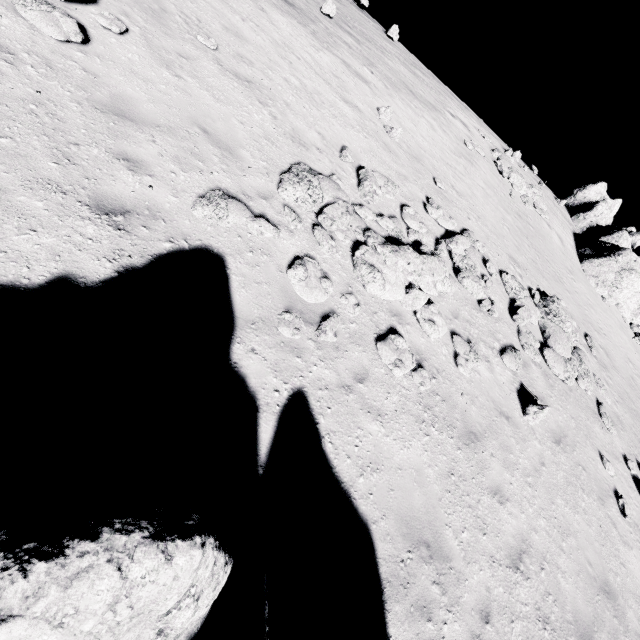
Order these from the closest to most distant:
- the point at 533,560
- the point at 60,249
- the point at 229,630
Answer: the point at 229,630 → the point at 60,249 → the point at 533,560

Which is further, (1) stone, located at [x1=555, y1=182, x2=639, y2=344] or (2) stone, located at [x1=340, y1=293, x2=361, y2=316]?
(1) stone, located at [x1=555, y1=182, x2=639, y2=344]

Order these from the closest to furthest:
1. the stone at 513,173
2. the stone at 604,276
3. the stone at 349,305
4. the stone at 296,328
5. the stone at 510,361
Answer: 1. the stone at 296,328
2. the stone at 349,305
3. the stone at 510,361
4. the stone at 513,173
5. the stone at 604,276

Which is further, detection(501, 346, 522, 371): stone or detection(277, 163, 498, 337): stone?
detection(501, 346, 522, 371): stone

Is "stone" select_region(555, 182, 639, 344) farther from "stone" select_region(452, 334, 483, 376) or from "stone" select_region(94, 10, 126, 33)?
"stone" select_region(94, 10, 126, 33)

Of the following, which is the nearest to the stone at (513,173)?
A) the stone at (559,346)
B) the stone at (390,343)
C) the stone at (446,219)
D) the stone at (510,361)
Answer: the stone at (559,346)

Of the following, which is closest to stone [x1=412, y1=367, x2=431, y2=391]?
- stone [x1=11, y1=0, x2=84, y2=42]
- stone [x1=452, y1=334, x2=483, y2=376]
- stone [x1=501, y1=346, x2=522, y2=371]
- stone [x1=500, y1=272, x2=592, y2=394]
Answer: stone [x1=452, y1=334, x2=483, y2=376]

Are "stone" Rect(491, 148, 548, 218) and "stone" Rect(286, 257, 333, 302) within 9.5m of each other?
no
